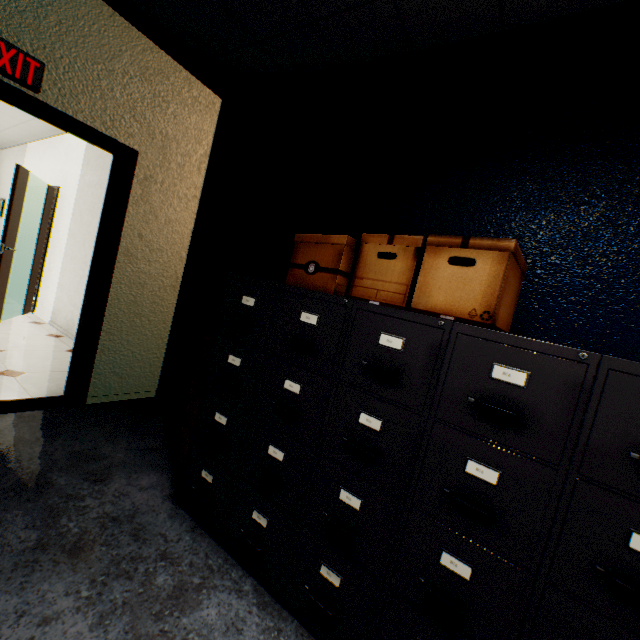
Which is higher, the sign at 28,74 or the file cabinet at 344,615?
the sign at 28,74

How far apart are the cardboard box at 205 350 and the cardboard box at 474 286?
0.6m

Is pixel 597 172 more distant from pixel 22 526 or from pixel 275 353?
pixel 22 526

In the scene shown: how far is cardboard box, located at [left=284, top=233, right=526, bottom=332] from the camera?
1.1 meters

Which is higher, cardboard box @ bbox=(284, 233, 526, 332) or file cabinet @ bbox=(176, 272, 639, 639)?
cardboard box @ bbox=(284, 233, 526, 332)

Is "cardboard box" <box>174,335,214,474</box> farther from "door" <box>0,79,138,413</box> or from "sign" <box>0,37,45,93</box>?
"sign" <box>0,37,45,93</box>

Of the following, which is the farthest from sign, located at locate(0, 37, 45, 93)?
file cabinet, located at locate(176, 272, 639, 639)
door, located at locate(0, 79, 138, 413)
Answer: file cabinet, located at locate(176, 272, 639, 639)

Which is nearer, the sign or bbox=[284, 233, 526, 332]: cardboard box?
bbox=[284, 233, 526, 332]: cardboard box
